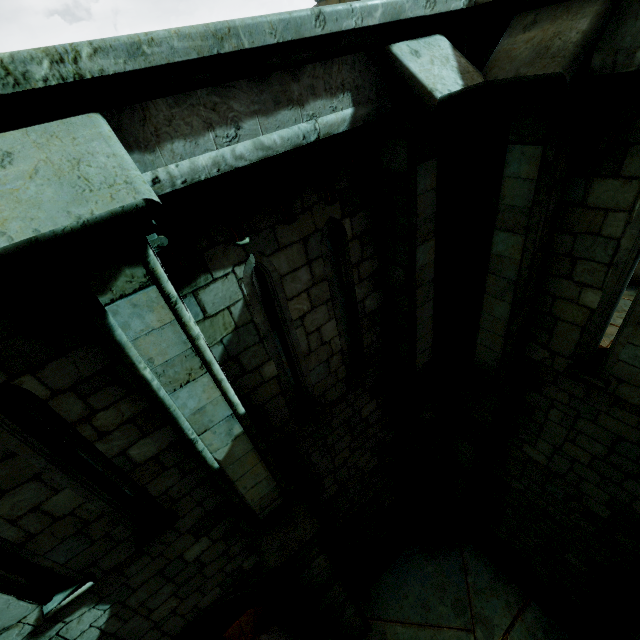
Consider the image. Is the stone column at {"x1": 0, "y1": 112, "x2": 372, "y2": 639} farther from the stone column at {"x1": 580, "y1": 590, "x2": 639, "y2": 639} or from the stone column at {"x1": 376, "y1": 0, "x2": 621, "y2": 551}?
the stone column at {"x1": 580, "y1": 590, "x2": 639, "y2": 639}

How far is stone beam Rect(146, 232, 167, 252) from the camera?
2.4m

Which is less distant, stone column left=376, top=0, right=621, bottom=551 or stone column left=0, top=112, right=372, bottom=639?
stone column left=0, top=112, right=372, bottom=639

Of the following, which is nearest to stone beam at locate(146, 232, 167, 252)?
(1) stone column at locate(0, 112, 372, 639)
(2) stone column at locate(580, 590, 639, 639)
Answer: (1) stone column at locate(0, 112, 372, 639)

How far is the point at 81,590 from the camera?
3.41m

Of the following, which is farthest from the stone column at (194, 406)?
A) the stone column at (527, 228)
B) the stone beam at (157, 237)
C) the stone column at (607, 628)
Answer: the stone column at (607, 628)

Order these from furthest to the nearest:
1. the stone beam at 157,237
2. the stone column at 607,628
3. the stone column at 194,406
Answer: the stone column at 607,628 → the stone beam at 157,237 → the stone column at 194,406

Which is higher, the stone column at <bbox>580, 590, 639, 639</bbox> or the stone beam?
the stone beam
